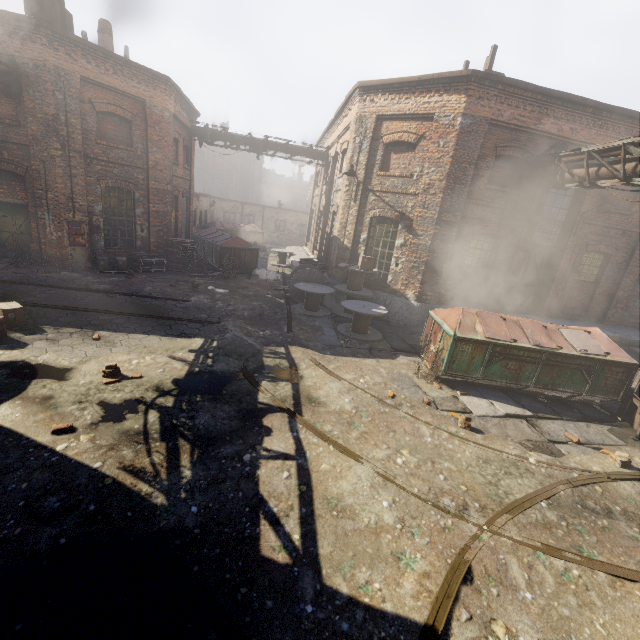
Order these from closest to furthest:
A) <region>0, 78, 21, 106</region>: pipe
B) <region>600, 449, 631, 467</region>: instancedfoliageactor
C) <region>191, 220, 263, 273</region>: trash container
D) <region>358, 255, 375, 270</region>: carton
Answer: <region>600, 449, 631, 467</region>: instancedfoliageactor < <region>0, 78, 21, 106</region>: pipe < <region>358, 255, 375, 270</region>: carton < <region>191, 220, 263, 273</region>: trash container

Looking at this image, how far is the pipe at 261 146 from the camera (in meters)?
17.67

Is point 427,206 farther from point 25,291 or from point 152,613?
point 25,291

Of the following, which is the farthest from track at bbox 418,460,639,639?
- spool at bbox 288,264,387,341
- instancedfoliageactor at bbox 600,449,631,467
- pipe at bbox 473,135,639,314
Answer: spool at bbox 288,264,387,341

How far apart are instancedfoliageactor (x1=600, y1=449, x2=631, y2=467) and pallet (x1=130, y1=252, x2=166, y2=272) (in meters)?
15.94

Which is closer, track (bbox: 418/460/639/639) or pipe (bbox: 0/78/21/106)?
track (bbox: 418/460/639/639)

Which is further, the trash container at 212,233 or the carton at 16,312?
the trash container at 212,233

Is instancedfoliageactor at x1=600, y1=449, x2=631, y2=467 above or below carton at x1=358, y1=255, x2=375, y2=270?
below
